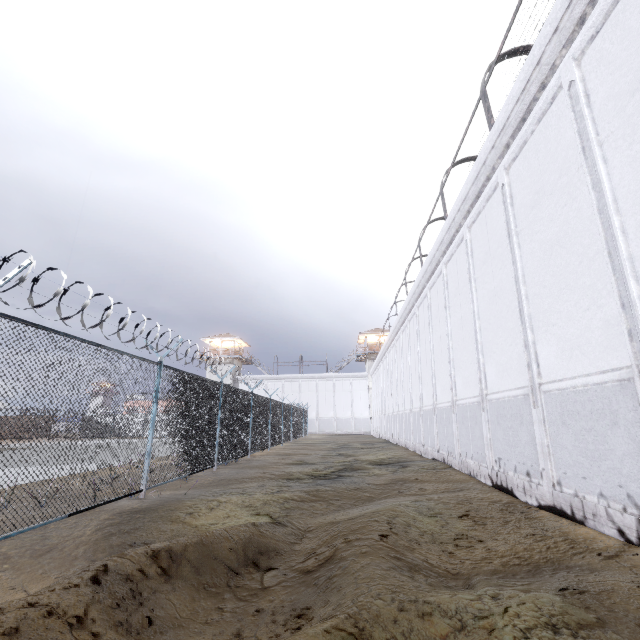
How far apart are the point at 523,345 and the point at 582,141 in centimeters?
381cm

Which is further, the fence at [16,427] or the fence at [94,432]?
the fence at [94,432]

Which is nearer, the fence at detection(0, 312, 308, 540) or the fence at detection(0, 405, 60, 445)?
the fence at detection(0, 405, 60, 445)
